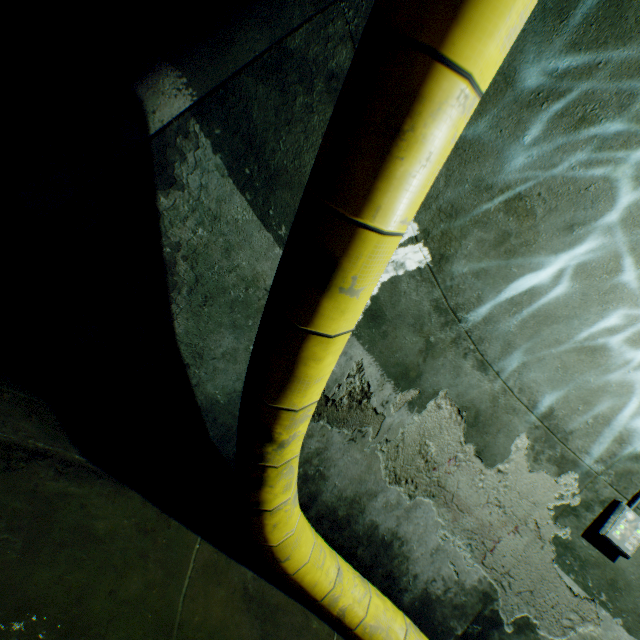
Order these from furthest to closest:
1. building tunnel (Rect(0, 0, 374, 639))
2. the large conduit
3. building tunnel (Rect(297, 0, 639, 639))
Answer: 1. building tunnel (Rect(297, 0, 639, 639))
2. building tunnel (Rect(0, 0, 374, 639))
3. the large conduit

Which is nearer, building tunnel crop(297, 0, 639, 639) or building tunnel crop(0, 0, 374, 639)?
building tunnel crop(0, 0, 374, 639)

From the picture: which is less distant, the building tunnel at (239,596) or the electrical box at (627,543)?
the building tunnel at (239,596)

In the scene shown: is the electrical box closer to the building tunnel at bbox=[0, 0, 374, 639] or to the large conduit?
the building tunnel at bbox=[0, 0, 374, 639]

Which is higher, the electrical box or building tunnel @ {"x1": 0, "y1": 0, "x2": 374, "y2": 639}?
the electrical box

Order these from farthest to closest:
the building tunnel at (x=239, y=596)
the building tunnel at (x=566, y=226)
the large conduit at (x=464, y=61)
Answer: the building tunnel at (x=566, y=226), the building tunnel at (x=239, y=596), the large conduit at (x=464, y=61)

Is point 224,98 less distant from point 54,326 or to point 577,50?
point 54,326
